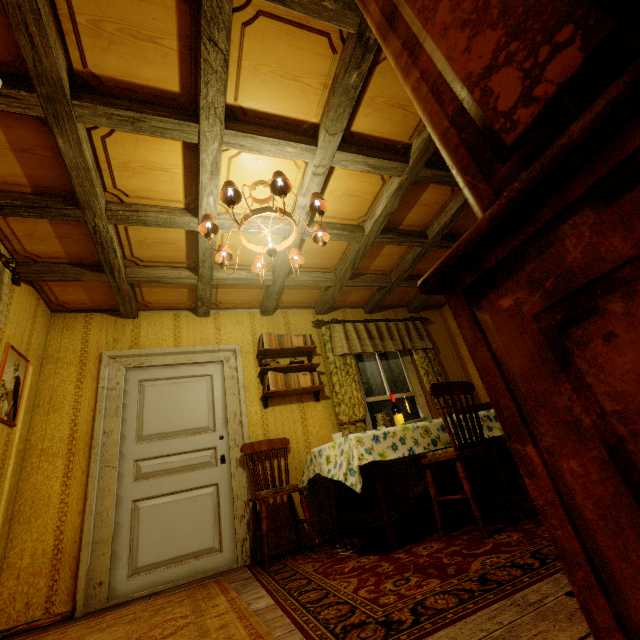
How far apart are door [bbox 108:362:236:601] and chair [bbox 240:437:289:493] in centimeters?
26cm

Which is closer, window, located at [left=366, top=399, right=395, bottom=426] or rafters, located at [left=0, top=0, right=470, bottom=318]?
rafters, located at [left=0, top=0, right=470, bottom=318]

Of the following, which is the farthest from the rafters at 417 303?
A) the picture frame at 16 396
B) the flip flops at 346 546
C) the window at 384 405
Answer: the flip flops at 346 546

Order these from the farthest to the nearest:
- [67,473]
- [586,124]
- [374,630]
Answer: [67,473], [374,630], [586,124]

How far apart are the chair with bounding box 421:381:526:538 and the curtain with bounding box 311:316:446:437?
1.3 meters

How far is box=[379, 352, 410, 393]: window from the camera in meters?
4.8 m

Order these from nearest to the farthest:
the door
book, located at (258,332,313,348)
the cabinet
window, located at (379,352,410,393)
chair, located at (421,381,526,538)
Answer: the cabinet < chair, located at (421,381,526,538) < the door < book, located at (258,332,313,348) < window, located at (379,352,410,393)

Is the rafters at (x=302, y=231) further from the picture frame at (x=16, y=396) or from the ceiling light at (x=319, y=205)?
the picture frame at (x=16, y=396)
